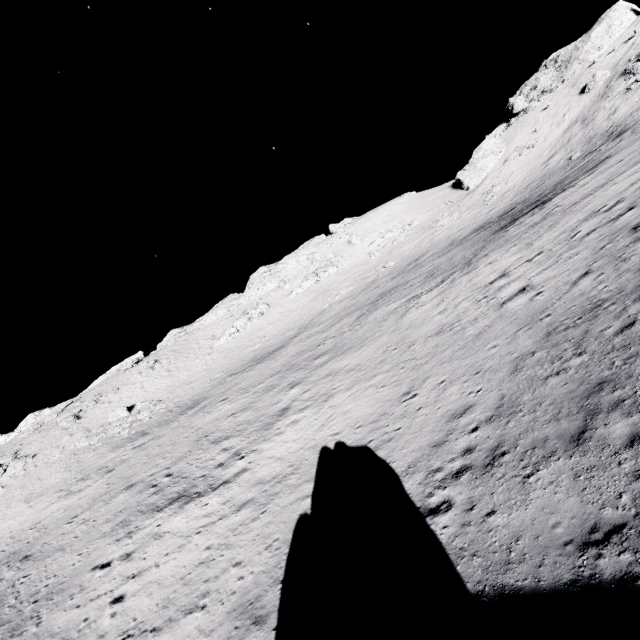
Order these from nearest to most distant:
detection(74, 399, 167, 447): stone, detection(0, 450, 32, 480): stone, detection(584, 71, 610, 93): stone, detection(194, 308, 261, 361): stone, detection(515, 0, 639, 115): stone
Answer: detection(0, 450, 32, 480): stone → detection(74, 399, 167, 447): stone → detection(584, 71, 610, 93): stone → detection(515, 0, 639, 115): stone → detection(194, 308, 261, 361): stone

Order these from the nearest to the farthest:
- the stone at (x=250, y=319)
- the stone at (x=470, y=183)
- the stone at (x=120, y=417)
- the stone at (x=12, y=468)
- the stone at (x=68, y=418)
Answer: the stone at (x=12, y=468) → the stone at (x=120, y=417) → the stone at (x=68, y=418) → the stone at (x=250, y=319) → the stone at (x=470, y=183)

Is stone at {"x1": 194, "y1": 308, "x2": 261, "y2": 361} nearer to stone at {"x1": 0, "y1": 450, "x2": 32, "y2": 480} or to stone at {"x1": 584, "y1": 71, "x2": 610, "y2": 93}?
stone at {"x1": 0, "y1": 450, "x2": 32, "y2": 480}

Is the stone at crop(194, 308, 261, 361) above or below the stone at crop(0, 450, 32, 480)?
above

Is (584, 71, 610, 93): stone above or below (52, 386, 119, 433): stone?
above

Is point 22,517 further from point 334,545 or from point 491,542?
point 491,542

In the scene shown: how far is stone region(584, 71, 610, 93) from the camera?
45.6 meters

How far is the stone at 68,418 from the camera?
44.2m
